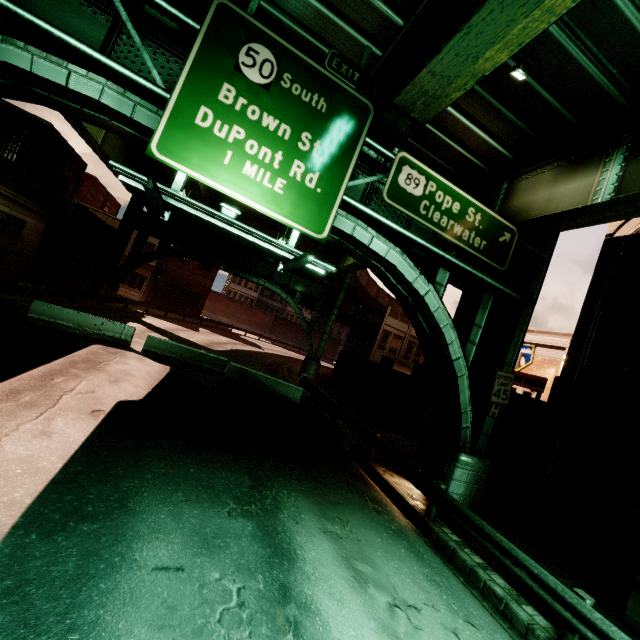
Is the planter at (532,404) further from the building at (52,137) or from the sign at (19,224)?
Answer: the sign at (19,224)

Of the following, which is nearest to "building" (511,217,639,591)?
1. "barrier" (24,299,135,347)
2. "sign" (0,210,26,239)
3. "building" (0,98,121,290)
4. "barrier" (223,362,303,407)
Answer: "barrier" (223,362,303,407)

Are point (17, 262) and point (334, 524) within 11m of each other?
no

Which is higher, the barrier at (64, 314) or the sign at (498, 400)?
the sign at (498, 400)

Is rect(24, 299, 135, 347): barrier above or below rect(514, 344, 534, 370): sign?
below

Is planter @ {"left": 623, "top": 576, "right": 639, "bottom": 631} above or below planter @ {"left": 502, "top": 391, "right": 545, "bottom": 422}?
below

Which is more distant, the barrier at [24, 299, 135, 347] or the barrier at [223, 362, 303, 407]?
the barrier at [223, 362, 303, 407]

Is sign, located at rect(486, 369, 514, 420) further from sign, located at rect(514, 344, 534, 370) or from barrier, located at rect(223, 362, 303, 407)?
sign, located at rect(514, 344, 534, 370)
